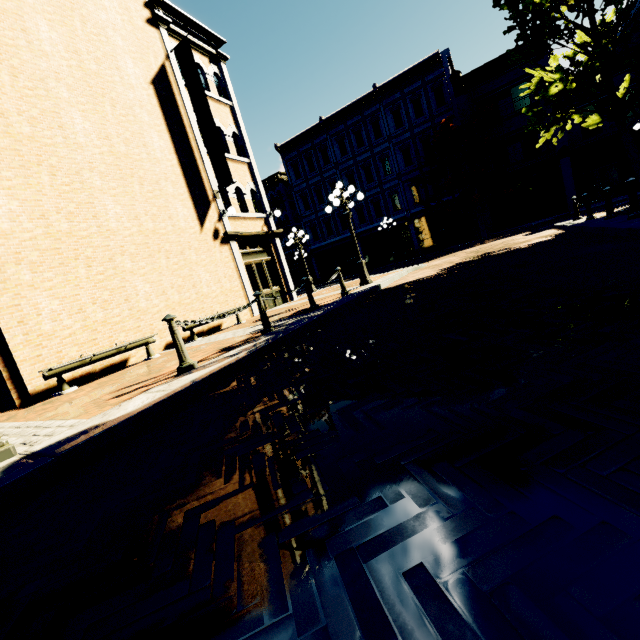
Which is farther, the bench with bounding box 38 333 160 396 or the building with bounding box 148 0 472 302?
the building with bounding box 148 0 472 302

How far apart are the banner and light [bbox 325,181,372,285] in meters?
3.5 m

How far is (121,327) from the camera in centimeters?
855cm

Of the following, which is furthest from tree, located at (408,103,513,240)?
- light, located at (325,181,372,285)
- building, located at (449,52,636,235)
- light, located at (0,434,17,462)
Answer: light, located at (325,181,372,285)

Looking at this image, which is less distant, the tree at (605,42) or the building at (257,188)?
the tree at (605,42)

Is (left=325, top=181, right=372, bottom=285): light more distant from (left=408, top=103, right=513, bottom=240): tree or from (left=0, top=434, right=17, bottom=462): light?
(left=0, top=434, right=17, bottom=462): light

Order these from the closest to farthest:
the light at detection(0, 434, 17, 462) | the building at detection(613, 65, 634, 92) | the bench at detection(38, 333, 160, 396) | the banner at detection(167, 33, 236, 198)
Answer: the light at detection(0, 434, 17, 462) < the bench at detection(38, 333, 160, 396) < the banner at detection(167, 33, 236, 198) < the building at detection(613, 65, 634, 92)

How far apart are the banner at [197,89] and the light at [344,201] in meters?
3.5
